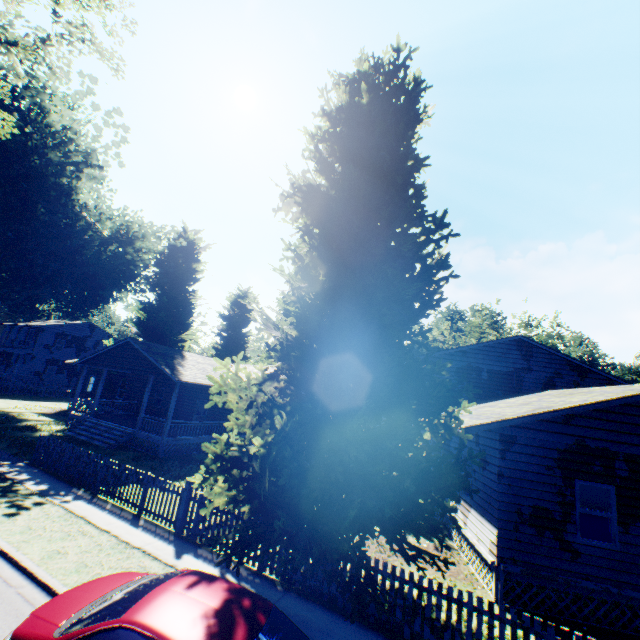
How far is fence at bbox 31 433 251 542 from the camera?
9.5m

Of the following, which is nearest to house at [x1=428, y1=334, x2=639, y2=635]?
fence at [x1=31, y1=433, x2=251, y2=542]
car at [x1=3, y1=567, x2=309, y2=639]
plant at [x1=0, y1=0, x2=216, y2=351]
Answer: plant at [x1=0, y1=0, x2=216, y2=351]

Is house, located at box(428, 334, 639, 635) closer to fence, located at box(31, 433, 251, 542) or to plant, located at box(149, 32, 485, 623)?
plant, located at box(149, 32, 485, 623)

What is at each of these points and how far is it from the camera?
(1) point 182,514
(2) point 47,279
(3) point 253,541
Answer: (1) fence, 9.8 meters
(2) plant, 29.6 meters
(3) plant, 6.3 meters

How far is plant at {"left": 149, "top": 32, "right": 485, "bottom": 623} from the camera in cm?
640

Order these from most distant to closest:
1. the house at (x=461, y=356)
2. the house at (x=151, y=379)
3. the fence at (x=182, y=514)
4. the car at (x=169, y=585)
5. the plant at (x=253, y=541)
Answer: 1. the house at (x=151, y=379)
2. the fence at (x=182, y=514)
3. the house at (x=461, y=356)
4. the plant at (x=253, y=541)
5. the car at (x=169, y=585)

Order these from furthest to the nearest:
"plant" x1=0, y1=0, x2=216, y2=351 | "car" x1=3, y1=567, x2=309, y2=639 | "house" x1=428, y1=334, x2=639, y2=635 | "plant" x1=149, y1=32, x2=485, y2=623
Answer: "plant" x1=0, y1=0, x2=216, y2=351
"house" x1=428, y1=334, x2=639, y2=635
"plant" x1=149, y1=32, x2=485, y2=623
"car" x1=3, y1=567, x2=309, y2=639

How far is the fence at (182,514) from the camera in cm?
947
